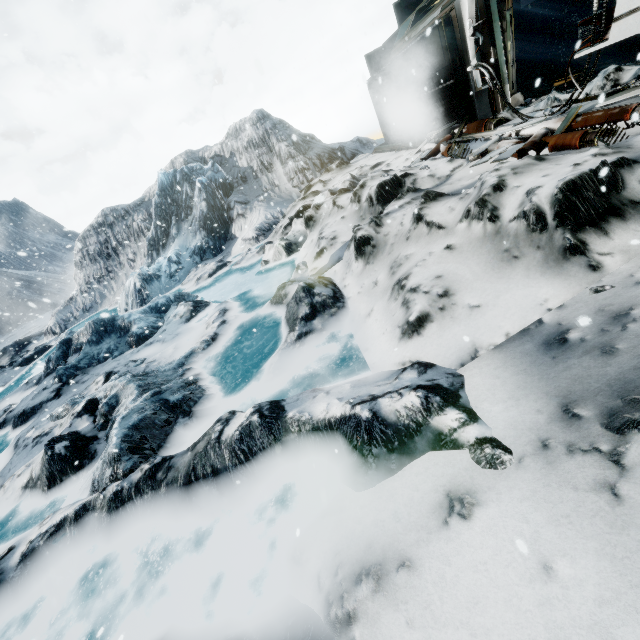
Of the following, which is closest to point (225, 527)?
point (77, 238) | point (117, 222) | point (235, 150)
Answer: point (235, 150)

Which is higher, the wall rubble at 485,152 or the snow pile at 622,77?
the snow pile at 622,77

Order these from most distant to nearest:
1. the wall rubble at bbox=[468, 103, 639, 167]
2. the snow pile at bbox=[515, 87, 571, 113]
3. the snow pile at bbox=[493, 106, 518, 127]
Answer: Result:
1. the snow pile at bbox=[493, 106, 518, 127]
2. the snow pile at bbox=[515, 87, 571, 113]
3. the wall rubble at bbox=[468, 103, 639, 167]

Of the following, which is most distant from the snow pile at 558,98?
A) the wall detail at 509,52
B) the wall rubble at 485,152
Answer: the wall rubble at 485,152

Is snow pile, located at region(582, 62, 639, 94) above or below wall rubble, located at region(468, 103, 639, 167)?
above

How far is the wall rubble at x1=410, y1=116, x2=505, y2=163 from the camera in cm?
750

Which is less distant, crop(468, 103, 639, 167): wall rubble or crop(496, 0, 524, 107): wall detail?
crop(468, 103, 639, 167): wall rubble

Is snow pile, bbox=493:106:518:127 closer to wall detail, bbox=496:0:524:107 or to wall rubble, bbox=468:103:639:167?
wall detail, bbox=496:0:524:107
